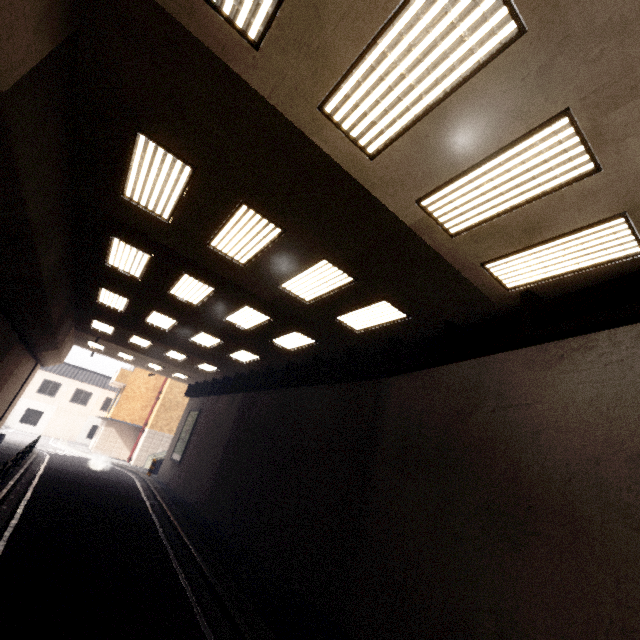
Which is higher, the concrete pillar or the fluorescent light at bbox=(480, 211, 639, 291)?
the fluorescent light at bbox=(480, 211, 639, 291)

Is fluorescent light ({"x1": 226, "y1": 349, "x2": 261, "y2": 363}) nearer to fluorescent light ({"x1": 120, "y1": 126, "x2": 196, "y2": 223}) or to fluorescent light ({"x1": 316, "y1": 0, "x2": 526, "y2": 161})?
fluorescent light ({"x1": 120, "y1": 126, "x2": 196, "y2": 223})

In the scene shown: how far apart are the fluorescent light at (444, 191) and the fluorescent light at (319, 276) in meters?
2.3 m

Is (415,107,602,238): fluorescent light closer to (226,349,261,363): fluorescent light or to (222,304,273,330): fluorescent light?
(222,304,273,330): fluorescent light

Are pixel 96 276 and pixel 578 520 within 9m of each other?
no

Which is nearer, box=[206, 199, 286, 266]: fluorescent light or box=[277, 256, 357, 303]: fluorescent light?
box=[206, 199, 286, 266]: fluorescent light

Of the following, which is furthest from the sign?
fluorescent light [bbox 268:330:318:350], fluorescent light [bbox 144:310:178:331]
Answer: fluorescent light [bbox 268:330:318:350]

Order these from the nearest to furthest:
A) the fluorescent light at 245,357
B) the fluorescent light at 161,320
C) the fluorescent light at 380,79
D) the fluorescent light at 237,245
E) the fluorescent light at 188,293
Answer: the fluorescent light at 380,79 < the fluorescent light at 237,245 < the fluorescent light at 188,293 < the fluorescent light at 161,320 < the fluorescent light at 245,357
